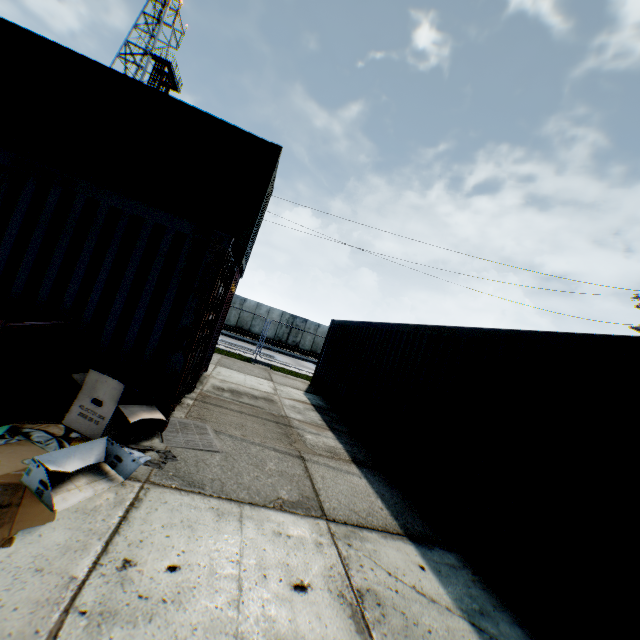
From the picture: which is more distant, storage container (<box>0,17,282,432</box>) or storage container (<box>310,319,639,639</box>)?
storage container (<box>0,17,282,432</box>)

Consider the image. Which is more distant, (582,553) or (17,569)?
(582,553)

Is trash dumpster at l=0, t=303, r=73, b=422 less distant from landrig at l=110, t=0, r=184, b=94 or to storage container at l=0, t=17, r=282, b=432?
storage container at l=0, t=17, r=282, b=432

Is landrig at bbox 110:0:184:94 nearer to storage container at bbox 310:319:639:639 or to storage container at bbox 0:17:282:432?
storage container at bbox 0:17:282:432

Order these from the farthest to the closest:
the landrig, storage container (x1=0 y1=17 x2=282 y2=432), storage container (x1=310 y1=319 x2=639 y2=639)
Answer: the landrig → storage container (x1=0 y1=17 x2=282 y2=432) → storage container (x1=310 y1=319 x2=639 y2=639)

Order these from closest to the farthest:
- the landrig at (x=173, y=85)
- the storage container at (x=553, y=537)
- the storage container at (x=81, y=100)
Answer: the storage container at (x=553, y=537), the storage container at (x=81, y=100), the landrig at (x=173, y=85)

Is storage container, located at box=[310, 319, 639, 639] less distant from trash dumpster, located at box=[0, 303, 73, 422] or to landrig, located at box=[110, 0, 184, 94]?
trash dumpster, located at box=[0, 303, 73, 422]

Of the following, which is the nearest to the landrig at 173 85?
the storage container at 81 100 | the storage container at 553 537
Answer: the storage container at 81 100
